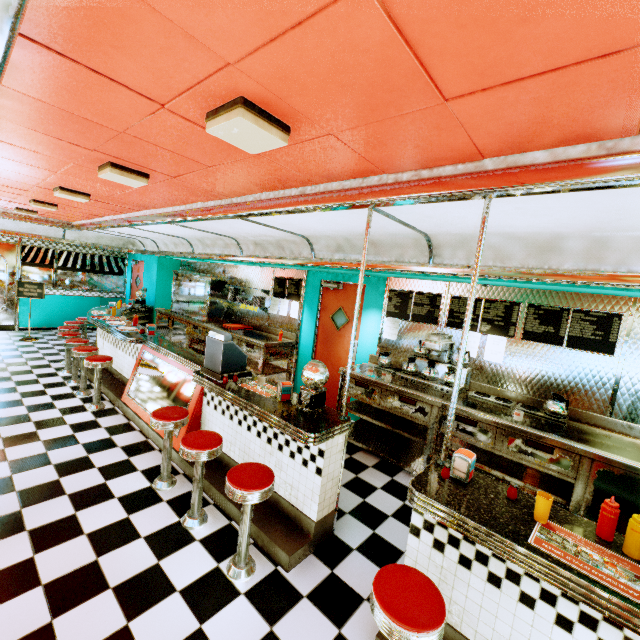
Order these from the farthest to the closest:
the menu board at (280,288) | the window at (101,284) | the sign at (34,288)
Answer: the window at (101,284) → the sign at (34,288) → the menu board at (280,288)

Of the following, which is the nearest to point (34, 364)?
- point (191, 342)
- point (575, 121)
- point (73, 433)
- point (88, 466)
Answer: point (191, 342)

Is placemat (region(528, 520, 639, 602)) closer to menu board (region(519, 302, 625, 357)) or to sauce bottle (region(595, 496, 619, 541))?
sauce bottle (region(595, 496, 619, 541))

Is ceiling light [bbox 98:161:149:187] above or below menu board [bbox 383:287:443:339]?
above

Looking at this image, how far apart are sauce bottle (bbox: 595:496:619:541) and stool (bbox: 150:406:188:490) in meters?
3.4

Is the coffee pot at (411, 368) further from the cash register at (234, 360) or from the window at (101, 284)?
the window at (101, 284)

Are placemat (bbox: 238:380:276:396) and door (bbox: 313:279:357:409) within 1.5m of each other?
no

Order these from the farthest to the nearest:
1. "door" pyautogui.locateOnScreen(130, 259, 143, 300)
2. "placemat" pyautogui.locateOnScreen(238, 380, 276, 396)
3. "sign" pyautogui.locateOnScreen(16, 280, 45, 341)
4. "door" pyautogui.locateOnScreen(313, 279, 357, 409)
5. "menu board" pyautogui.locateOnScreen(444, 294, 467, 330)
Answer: "door" pyautogui.locateOnScreen(130, 259, 143, 300) < "sign" pyautogui.locateOnScreen(16, 280, 45, 341) < "door" pyautogui.locateOnScreen(313, 279, 357, 409) < "menu board" pyautogui.locateOnScreen(444, 294, 467, 330) < "placemat" pyautogui.locateOnScreen(238, 380, 276, 396)
